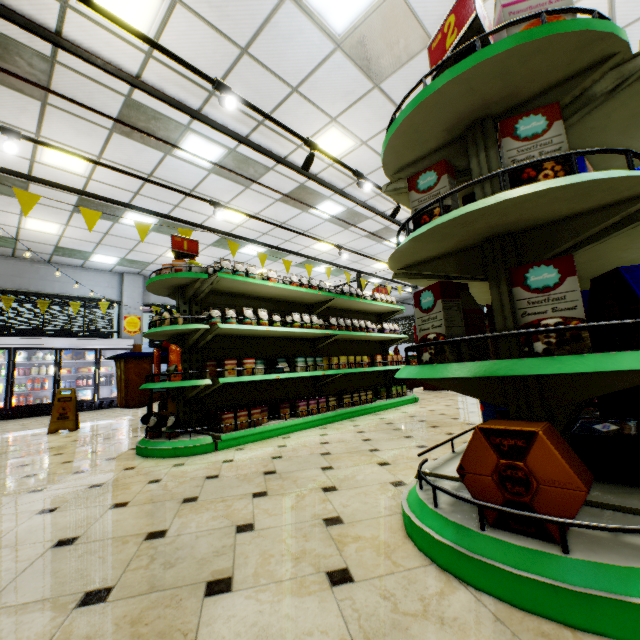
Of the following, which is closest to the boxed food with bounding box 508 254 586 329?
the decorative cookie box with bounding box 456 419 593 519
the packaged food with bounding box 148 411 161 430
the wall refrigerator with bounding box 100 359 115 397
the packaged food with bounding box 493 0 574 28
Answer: the decorative cookie box with bounding box 456 419 593 519

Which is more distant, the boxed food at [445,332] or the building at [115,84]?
the building at [115,84]

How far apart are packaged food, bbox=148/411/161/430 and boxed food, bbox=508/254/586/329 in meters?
3.6 m

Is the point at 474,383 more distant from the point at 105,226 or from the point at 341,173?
the point at 105,226

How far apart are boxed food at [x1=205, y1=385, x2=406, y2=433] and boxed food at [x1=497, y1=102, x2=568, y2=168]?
3.26m

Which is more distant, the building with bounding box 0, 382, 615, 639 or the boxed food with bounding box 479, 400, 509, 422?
the boxed food with bounding box 479, 400, 509, 422

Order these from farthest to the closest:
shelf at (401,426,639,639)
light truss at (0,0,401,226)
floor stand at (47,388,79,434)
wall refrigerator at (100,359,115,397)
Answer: wall refrigerator at (100,359,115,397)
floor stand at (47,388,79,434)
light truss at (0,0,401,226)
shelf at (401,426,639,639)

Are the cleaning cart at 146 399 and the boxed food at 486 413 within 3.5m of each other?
no
